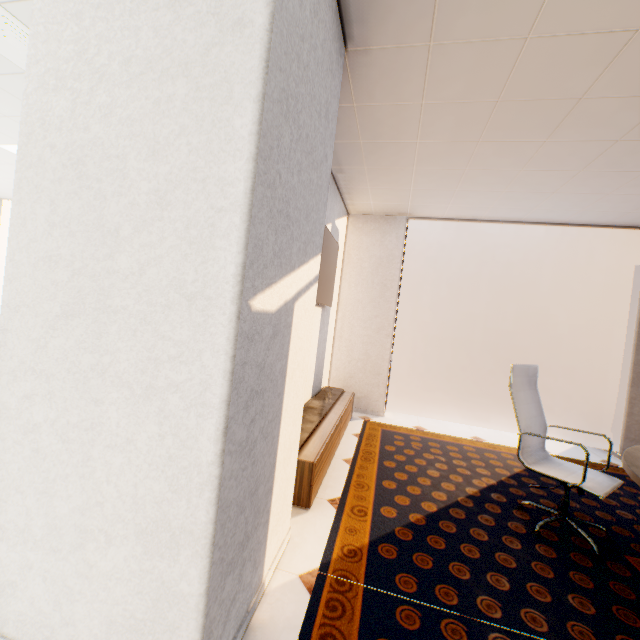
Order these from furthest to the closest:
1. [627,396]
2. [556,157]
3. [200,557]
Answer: [627,396]
[556,157]
[200,557]

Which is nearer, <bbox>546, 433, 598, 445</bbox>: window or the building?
<bbox>546, 433, 598, 445</bbox>: window

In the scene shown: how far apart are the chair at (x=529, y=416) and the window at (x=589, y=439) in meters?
2.3 m

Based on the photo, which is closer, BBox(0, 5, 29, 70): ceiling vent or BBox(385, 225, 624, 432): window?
BBox(0, 5, 29, 70): ceiling vent

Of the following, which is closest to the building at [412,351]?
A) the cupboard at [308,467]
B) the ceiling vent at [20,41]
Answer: the cupboard at [308,467]

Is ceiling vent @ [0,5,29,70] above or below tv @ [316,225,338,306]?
above

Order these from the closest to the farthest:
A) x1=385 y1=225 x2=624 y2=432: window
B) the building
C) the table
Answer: the table
x1=385 y1=225 x2=624 y2=432: window
the building

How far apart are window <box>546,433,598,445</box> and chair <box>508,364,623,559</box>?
2.30m
